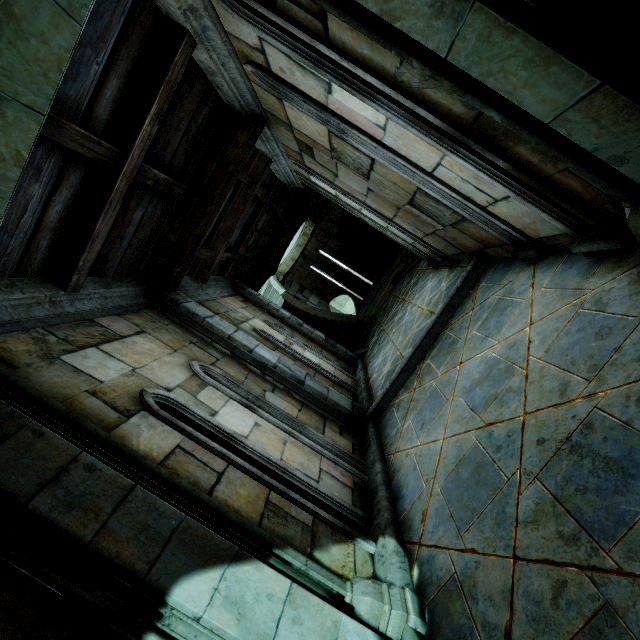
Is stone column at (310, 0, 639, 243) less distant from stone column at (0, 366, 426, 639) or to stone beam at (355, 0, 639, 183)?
stone beam at (355, 0, 639, 183)

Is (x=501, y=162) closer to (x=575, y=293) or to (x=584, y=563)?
(x=575, y=293)

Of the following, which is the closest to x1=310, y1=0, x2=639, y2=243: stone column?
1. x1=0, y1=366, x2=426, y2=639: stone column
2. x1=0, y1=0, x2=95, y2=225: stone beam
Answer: x1=0, y1=0, x2=95, y2=225: stone beam

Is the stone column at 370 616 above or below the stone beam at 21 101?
below

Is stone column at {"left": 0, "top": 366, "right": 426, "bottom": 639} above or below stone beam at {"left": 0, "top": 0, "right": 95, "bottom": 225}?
below

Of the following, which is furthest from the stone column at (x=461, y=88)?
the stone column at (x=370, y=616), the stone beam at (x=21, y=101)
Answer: the stone column at (x=370, y=616)
